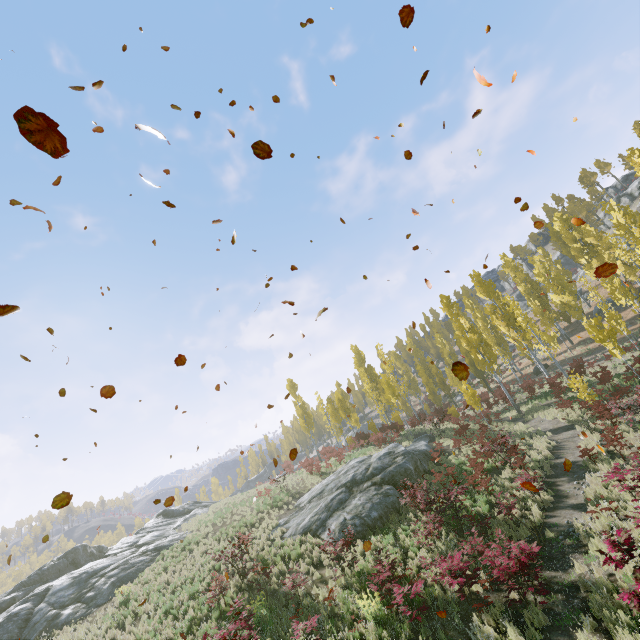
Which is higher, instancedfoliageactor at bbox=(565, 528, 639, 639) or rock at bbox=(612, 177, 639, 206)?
rock at bbox=(612, 177, 639, 206)

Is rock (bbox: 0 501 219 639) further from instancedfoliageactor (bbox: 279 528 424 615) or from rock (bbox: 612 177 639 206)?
rock (bbox: 612 177 639 206)

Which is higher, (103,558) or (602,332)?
(103,558)

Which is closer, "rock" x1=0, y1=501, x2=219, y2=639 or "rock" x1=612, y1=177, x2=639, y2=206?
"rock" x1=0, y1=501, x2=219, y2=639

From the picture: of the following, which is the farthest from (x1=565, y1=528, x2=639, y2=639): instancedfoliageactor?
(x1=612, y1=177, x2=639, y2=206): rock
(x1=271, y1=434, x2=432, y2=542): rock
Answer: (x1=612, y1=177, x2=639, y2=206): rock

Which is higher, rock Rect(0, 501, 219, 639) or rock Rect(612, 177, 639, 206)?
rock Rect(612, 177, 639, 206)

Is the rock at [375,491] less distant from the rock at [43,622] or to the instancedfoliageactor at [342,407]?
the instancedfoliageactor at [342,407]

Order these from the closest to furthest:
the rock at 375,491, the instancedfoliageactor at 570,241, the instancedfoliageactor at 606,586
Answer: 1. the instancedfoliageactor at 606,586
2. the rock at 375,491
3. the instancedfoliageactor at 570,241
